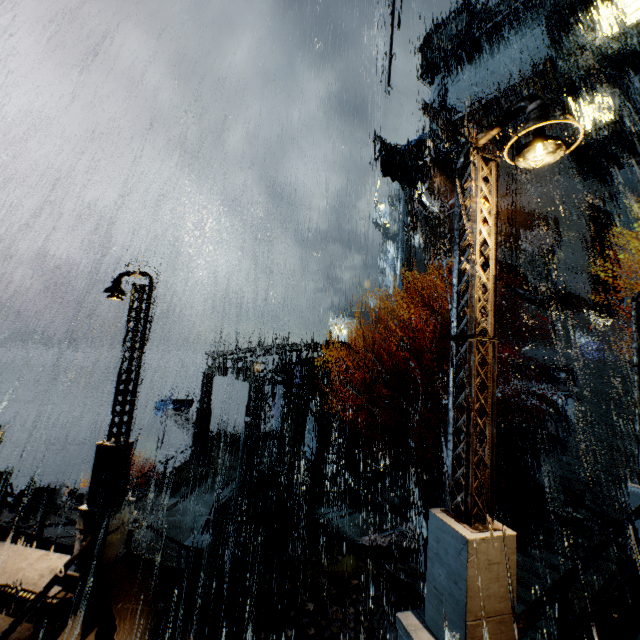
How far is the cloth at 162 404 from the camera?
31.2 meters

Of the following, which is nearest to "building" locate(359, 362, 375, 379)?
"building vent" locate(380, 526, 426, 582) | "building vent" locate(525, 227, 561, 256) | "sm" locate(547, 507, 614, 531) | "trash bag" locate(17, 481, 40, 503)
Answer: "building vent" locate(525, 227, 561, 256)

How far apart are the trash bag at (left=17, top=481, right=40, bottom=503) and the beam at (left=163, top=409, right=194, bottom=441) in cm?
853

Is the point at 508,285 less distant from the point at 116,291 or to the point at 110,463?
the point at 116,291

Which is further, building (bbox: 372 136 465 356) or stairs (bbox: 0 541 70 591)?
building (bbox: 372 136 465 356)

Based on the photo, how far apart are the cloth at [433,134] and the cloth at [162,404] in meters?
41.0 m

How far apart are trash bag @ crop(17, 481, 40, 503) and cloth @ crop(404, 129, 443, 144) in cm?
4705

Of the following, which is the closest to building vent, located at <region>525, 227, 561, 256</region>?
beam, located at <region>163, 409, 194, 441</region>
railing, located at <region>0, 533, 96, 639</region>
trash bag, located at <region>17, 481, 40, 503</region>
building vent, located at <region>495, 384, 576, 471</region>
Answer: building vent, located at <region>495, 384, 576, 471</region>
